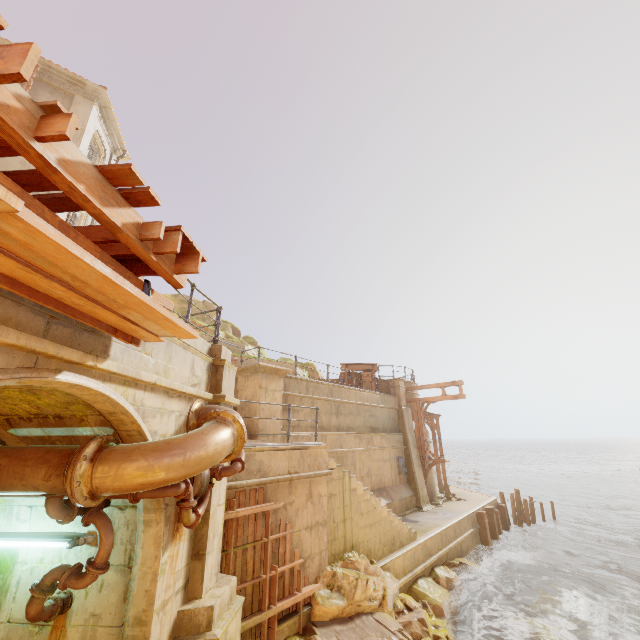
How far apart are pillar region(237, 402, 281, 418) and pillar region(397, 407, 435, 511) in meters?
9.6

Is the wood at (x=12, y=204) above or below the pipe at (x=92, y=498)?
above

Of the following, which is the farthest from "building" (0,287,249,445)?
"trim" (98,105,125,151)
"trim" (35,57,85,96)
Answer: "trim" (35,57,85,96)

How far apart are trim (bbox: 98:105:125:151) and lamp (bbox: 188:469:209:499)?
17.18m

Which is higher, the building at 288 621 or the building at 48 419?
the building at 48 419

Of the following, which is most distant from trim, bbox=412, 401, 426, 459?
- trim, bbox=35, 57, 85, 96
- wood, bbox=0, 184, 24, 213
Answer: trim, bbox=35, 57, 85, 96

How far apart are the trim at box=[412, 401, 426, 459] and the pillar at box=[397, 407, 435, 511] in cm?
13

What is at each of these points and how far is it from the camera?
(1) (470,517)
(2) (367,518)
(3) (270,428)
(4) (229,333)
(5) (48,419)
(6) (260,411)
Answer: (1) building, 16.0m
(2) stairs, 9.9m
(3) pillar, 10.5m
(4) rock, 33.4m
(5) building, 3.9m
(6) pillar, 10.4m
